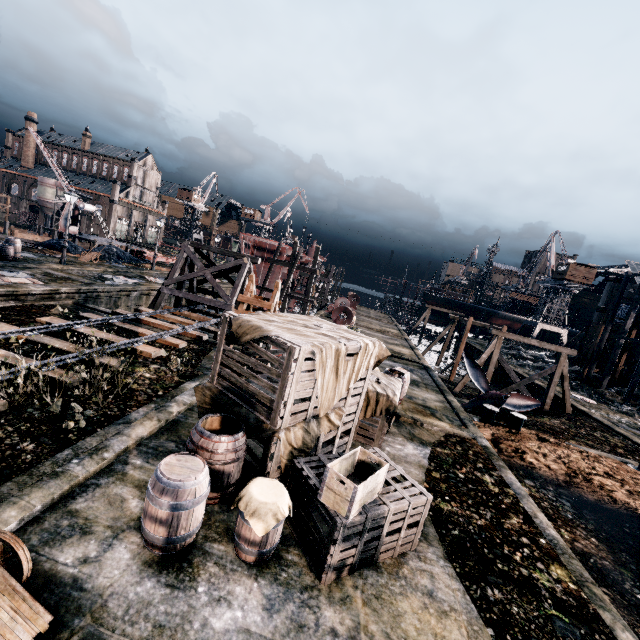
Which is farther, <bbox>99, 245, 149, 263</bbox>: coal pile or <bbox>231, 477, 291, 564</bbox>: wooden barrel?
<bbox>99, 245, 149, 263</bbox>: coal pile

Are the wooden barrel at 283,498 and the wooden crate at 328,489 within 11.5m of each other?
yes

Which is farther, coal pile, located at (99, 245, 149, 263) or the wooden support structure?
coal pile, located at (99, 245, 149, 263)

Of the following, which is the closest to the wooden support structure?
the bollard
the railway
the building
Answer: the railway

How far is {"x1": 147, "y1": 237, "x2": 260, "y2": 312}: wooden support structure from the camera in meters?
20.7 m

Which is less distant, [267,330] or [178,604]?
[178,604]

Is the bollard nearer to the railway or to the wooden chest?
the wooden chest

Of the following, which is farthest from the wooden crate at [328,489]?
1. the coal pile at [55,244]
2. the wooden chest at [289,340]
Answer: the coal pile at [55,244]
